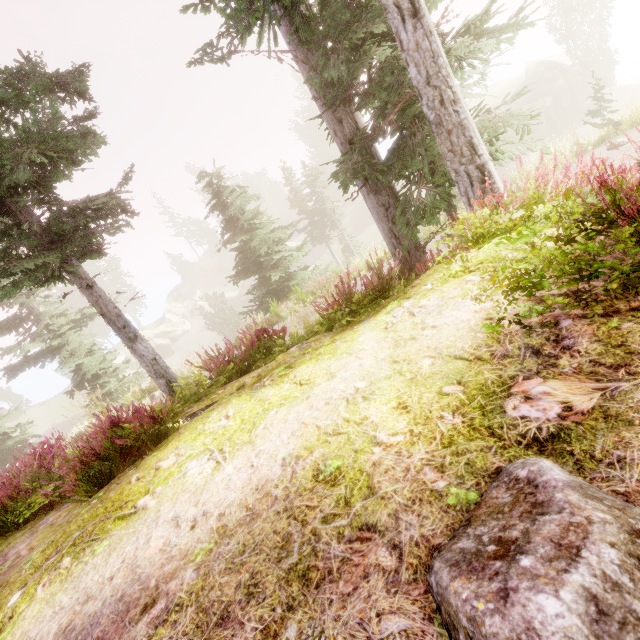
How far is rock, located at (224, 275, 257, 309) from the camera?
53.41m

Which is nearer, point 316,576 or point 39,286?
point 316,576

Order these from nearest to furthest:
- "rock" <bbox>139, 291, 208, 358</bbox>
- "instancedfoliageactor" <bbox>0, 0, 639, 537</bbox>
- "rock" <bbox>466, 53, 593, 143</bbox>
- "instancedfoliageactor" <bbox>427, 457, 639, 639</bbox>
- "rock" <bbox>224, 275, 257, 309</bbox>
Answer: "instancedfoliageactor" <bbox>427, 457, 639, 639</bbox> → "instancedfoliageactor" <bbox>0, 0, 639, 537</bbox> → "rock" <bbox>466, 53, 593, 143</bbox> → "rock" <bbox>139, 291, 208, 358</bbox> → "rock" <bbox>224, 275, 257, 309</bbox>

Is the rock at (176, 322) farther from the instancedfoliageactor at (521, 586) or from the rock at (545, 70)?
the rock at (545, 70)

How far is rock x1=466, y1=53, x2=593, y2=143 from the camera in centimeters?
3331cm

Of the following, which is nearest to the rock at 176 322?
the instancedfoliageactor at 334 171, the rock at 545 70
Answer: the instancedfoliageactor at 334 171

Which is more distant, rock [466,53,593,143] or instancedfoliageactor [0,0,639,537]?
rock [466,53,593,143]

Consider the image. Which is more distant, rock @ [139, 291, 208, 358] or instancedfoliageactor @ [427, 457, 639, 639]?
rock @ [139, 291, 208, 358]
